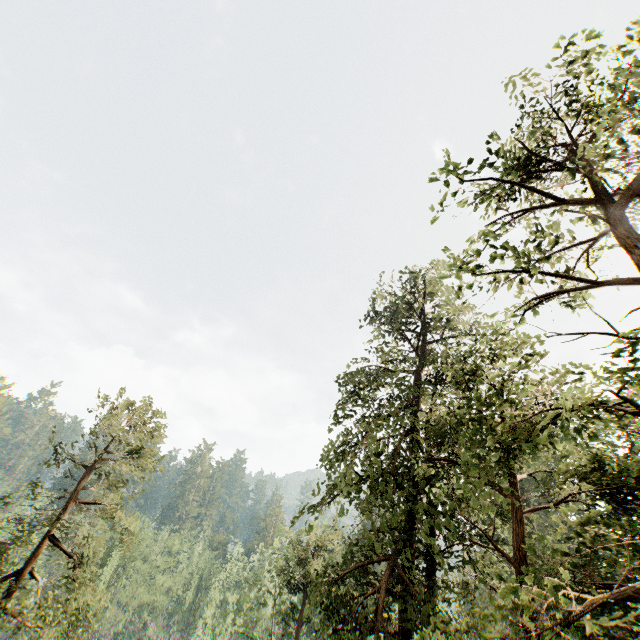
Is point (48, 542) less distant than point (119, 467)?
Yes
